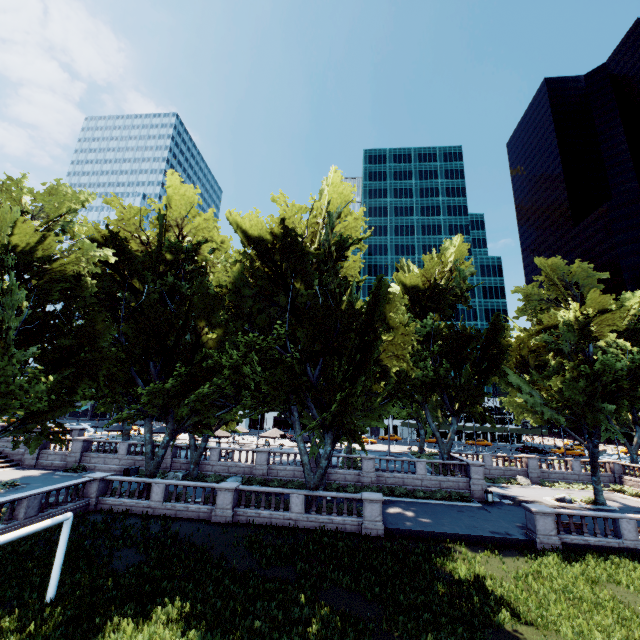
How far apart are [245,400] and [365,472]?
15.4 meters
